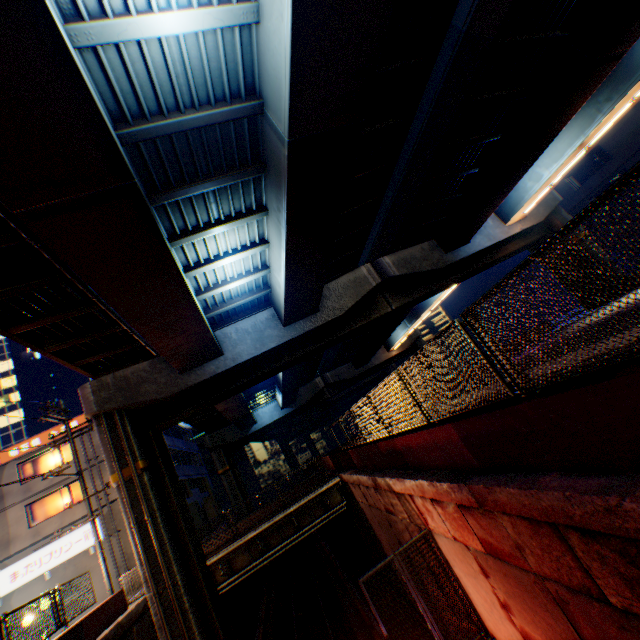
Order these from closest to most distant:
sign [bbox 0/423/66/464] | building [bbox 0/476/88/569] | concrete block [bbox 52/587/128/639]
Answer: concrete block [bbox 52/587/128/639] → building [bbox 0/476/88/569] → sign [bbox 0/423/66/464]

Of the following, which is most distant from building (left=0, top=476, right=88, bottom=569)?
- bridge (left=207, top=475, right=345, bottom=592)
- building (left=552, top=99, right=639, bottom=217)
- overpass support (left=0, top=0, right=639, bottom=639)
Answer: building (left=552, top=99, right=639, bottom=217)

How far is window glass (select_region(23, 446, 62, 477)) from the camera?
23.44m

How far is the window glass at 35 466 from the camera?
23.4 meters

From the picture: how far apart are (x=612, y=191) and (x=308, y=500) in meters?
17.3

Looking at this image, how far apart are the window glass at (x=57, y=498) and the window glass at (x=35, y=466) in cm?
146

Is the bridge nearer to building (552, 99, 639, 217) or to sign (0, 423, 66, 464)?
sign (0, 423, 66, 464)

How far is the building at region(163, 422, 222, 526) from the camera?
30.61m
